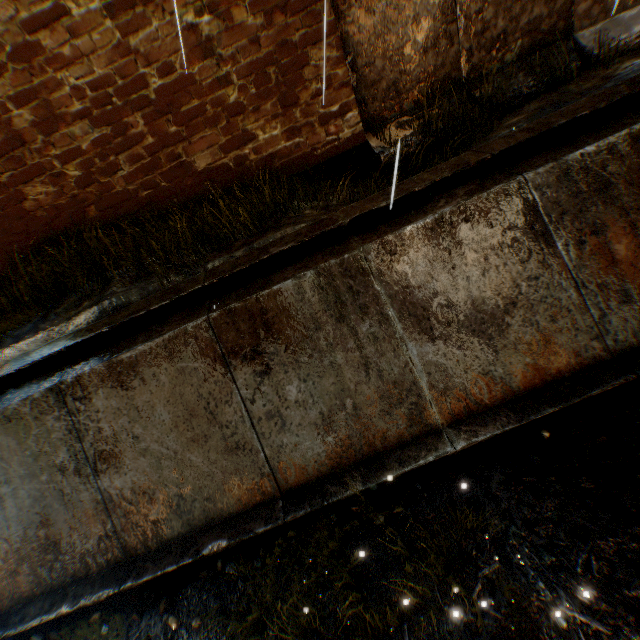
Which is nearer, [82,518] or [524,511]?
[524,511]

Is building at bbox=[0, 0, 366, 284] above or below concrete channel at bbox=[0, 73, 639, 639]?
above

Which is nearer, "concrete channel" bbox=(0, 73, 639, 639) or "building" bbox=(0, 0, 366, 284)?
"concrete channel" bbox=(0, 73, 639, 639)

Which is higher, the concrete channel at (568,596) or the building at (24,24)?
the building at (24,24)

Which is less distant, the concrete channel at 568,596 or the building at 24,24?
the concrete channel at 568,596
